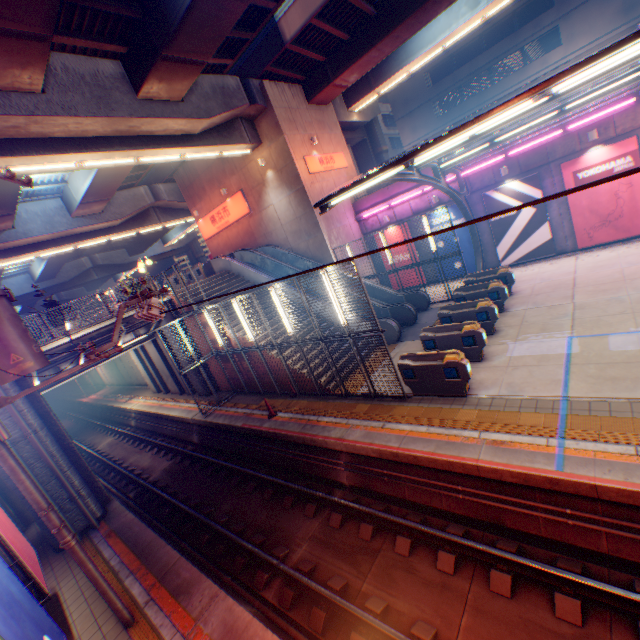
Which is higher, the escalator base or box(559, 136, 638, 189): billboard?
box(559, 136, 638, 189): billboard

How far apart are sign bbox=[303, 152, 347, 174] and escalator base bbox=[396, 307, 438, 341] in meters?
10.5 m

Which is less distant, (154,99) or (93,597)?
(93,597)

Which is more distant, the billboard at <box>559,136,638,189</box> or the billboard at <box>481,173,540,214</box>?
the billboard at <box>481,173,540,214</box>

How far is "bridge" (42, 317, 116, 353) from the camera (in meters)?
13.76

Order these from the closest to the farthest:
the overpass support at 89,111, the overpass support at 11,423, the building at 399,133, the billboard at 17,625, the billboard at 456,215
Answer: the billboard at 17,625 < the overpass support at 11,423 < the overpass support at 89,111 < the billboard at 456,215 < the building at 399,133

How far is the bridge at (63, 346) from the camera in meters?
13.8 m

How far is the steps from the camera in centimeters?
1784cm
